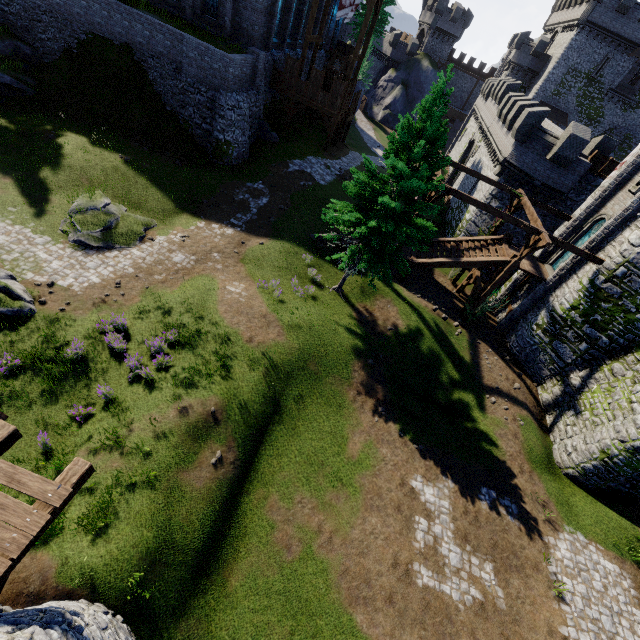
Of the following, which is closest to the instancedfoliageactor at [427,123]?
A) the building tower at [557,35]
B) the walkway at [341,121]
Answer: the walkway at [341,121]

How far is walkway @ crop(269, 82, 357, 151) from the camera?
26.22m

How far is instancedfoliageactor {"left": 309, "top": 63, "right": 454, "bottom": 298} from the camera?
12.30m

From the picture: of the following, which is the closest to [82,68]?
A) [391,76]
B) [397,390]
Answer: [397,390]

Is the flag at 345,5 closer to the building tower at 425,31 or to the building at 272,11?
the building at 272,11

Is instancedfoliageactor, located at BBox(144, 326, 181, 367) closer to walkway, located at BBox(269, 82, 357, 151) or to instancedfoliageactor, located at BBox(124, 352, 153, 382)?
instancedfoliageactor, located at BBox(124, 352, 153, 382)

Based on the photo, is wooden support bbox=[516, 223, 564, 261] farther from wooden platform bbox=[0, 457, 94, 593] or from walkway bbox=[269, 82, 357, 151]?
wooden platform bbox=[0, 457, 94, 593]

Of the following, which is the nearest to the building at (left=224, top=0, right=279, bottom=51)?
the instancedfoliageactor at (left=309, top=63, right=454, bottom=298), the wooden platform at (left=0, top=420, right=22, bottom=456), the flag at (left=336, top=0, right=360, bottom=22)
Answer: the flag at (left=336, top=0, right=360, bottom=22)
